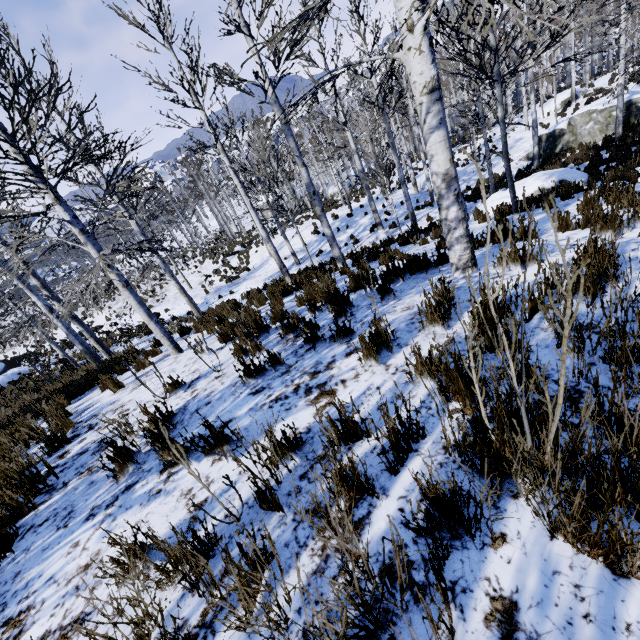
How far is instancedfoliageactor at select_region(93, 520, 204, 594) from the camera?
1.51m

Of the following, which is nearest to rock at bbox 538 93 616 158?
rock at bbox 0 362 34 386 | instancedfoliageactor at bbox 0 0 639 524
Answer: instancedfoliageactor at bbox 0 0 639 524

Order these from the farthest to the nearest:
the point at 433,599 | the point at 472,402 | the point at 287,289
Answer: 1. the point at 287,289
2. the point at 472,402
3. the point at 433,599

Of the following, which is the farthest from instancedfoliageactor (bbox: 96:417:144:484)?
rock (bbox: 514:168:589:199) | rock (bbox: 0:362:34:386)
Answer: rock (bbox: 0:362:34:386)

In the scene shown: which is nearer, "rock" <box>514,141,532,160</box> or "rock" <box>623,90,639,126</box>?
"rock" <box>623,90,639,126</box>

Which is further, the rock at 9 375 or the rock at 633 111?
the rock at 9 375

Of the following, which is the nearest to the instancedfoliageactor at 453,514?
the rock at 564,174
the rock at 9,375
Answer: the rock at 564,174
